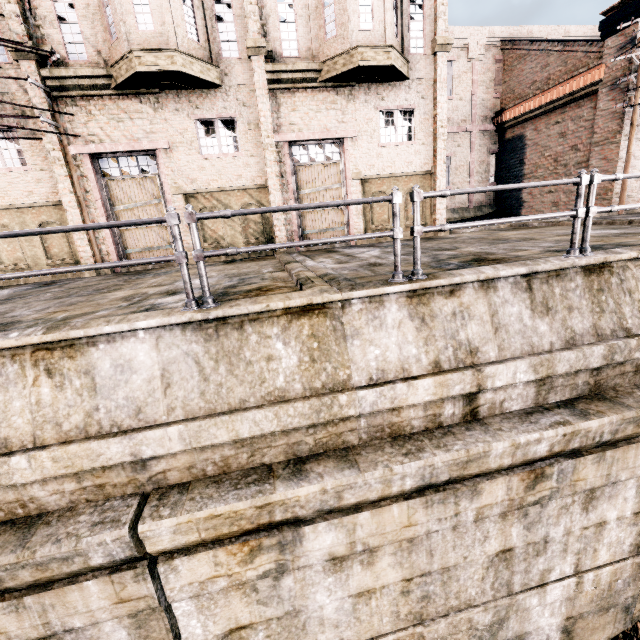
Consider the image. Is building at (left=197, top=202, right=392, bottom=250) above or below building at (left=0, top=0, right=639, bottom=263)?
below

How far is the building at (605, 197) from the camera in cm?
1792

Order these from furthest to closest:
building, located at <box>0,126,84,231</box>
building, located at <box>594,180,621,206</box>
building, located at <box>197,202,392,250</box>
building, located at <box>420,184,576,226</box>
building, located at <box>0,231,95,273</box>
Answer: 1. building, located at <box>594,180,621,206</box>
2. building, located at <box>420,184,576,226</box>
3. building, located at <box>197,202,392,250</box>
4. building, located at <box>0,231,95,273</box>
5. building, located at <box>0,126,84,231</box>

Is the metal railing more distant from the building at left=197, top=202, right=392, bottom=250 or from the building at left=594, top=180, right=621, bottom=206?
the building at left=594, top=180, right=621, bottom=206

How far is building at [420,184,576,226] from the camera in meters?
15.2 m

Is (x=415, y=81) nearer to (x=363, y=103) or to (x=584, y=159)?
(x=363, y=103)

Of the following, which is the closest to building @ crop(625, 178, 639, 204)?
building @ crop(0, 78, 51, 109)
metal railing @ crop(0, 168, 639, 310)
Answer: building @ crop(0, 78, 51, 109)

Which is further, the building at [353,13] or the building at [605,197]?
the building at [605,197]
